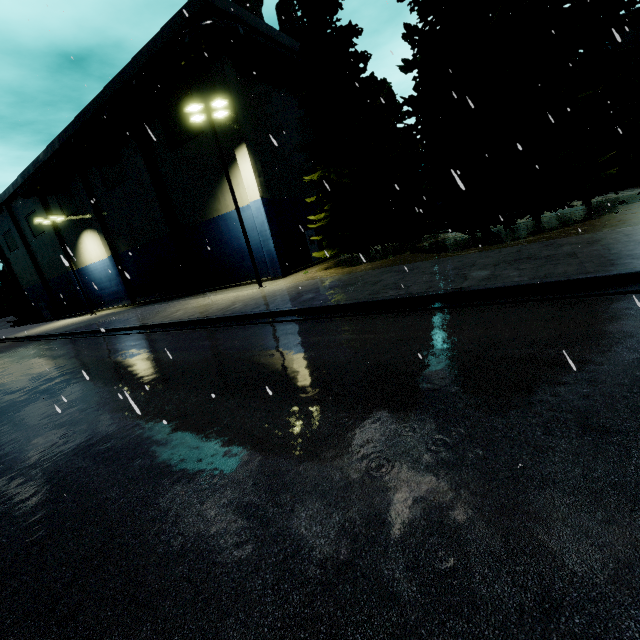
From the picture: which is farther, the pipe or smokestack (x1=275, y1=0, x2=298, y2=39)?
smokestack (x1=275, y1=0, x2=298, y2=39)

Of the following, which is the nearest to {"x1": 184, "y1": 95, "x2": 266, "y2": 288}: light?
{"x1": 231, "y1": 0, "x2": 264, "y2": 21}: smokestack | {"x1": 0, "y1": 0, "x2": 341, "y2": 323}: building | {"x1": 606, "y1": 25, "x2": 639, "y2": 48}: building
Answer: {"x1": 0, "y1": 0, "x2": 341, "y2": 323}: building

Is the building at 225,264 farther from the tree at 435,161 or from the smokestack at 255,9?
the smokestack at 255,9

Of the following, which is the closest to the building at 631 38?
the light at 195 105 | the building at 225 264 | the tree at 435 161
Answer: the tree at 435 161

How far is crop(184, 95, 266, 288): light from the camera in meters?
16.2 m

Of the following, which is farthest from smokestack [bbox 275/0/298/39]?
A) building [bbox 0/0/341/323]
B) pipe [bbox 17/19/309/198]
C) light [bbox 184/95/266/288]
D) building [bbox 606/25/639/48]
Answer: light [bbox 184/95/266/288]

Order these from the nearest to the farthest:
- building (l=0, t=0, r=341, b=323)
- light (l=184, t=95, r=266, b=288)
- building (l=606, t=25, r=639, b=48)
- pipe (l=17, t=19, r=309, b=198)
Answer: light (l=184, t=95, r=266, b=288) < pipe (l=17, t=19, r=309, b=198) < building (l=606, t=25, r=639, b=48) < building (l=0, t=0, r=341, b=323)

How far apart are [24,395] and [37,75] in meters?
15.2
